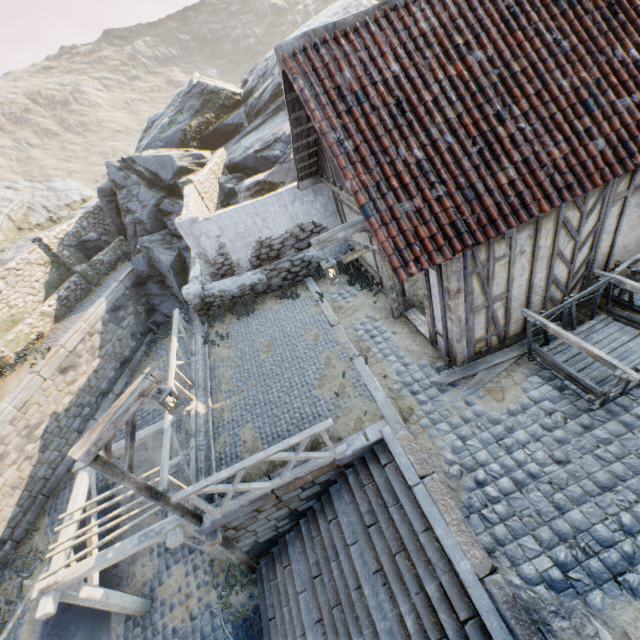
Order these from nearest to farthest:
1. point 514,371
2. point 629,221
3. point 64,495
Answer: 1. point 629,221
2. point 514,371
3. point 64,495

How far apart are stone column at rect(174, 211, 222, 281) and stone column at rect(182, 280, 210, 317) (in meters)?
0.33

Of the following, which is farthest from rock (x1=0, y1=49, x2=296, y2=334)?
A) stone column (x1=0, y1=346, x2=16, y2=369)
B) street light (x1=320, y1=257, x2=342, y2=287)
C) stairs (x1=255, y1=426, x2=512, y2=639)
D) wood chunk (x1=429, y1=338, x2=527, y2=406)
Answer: stairs (x1=255, y1=426, x2=512, y2=639)

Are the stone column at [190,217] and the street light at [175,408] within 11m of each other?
yes

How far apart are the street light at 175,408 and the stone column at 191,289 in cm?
582

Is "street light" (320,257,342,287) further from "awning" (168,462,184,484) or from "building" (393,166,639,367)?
"awning" (168,462,184,484)

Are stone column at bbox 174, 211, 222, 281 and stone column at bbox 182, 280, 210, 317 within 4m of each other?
yes

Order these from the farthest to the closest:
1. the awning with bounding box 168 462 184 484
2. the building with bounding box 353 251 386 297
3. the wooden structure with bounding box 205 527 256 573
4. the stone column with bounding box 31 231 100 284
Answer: the stone column with bounding box 31 231 100 284 → the building with bounding box 353 251 386 297 → the awning with bounding box 168 462 184 484 → the wooden structure with bounding box 205 527 256 573
